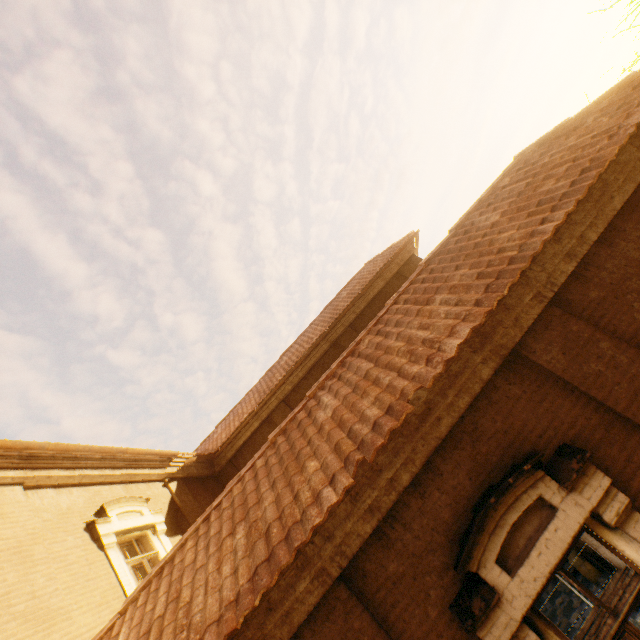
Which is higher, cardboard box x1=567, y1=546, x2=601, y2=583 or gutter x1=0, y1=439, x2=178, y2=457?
gutter x1=0, y1=439, x2=178, y2=457

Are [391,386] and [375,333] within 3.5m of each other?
yes

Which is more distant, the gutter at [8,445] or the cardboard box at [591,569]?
the cardboard box at [591,569]

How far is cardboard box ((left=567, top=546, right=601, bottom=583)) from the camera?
7.00m

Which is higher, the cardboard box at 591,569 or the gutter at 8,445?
the gutter at 8,445

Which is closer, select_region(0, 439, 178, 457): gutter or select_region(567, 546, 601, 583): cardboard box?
select_region(0, 439, 178, 457): gutter
